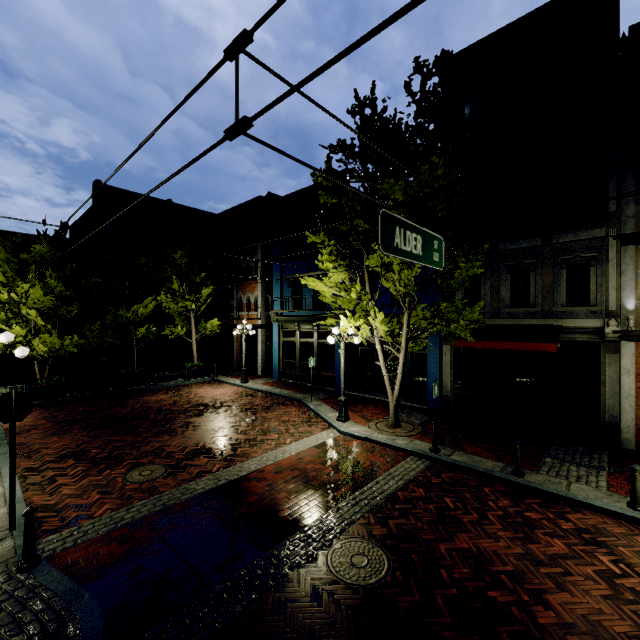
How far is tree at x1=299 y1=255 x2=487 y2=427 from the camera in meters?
9.2

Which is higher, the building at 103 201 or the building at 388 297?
the building at 103 201

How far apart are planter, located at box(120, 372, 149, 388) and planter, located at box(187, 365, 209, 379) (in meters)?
2.27

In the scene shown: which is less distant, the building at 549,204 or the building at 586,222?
the building at 586,222

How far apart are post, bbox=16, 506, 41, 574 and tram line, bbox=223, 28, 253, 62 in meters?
6.4 m

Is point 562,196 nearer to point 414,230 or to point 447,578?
point 414,230

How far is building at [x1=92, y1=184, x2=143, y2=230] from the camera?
23.27m

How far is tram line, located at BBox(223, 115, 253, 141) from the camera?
2.01m
